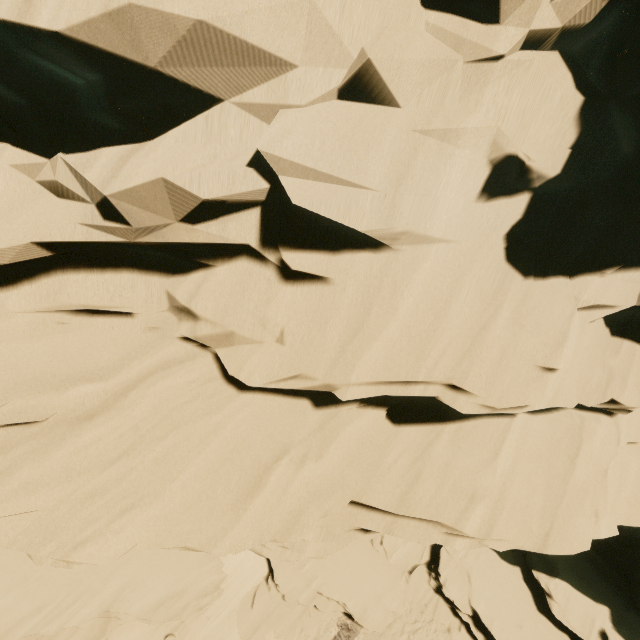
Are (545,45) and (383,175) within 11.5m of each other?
yes
